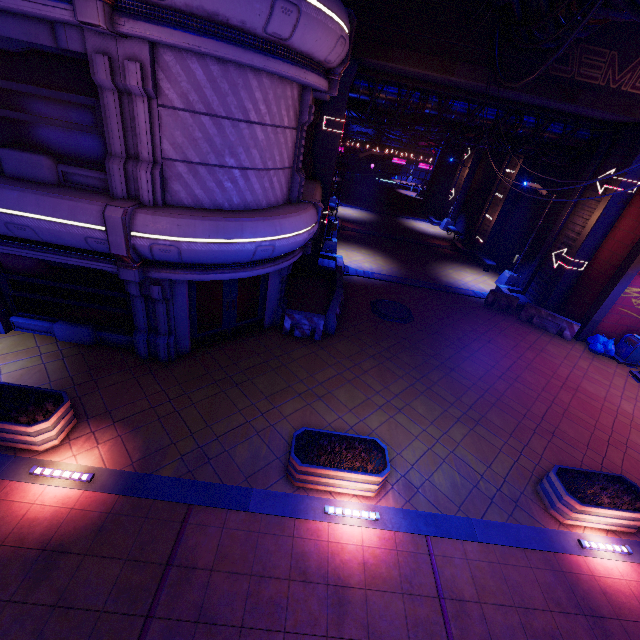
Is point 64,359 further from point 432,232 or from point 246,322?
point 432,232

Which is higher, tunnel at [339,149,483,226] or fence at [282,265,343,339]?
tunnel at [339,149,483,226]

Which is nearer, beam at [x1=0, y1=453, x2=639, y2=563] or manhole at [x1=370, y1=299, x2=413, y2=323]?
beam at [x1=0, y1=453, x2=639, y2=563]

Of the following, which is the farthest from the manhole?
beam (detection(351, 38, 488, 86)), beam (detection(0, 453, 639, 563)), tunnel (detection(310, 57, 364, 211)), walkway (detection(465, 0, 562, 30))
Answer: walkway (detection(465, 0, 562, 30))

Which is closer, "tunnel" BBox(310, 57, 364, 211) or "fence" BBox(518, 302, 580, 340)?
"tunnel" BBox(310, 57, 364, 211)

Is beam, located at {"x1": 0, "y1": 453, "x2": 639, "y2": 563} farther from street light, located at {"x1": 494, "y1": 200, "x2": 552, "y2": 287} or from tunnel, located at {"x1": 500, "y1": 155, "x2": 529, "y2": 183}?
tunnel, located at {"x1": 500, "y1": 155, "x2": 529, "y2": 183}

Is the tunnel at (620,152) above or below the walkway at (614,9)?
below

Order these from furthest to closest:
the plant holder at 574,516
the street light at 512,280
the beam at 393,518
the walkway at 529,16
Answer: the street light at 512,280, the walkway at 529,16, the plant holder at 574,516, the beam at 393,518
